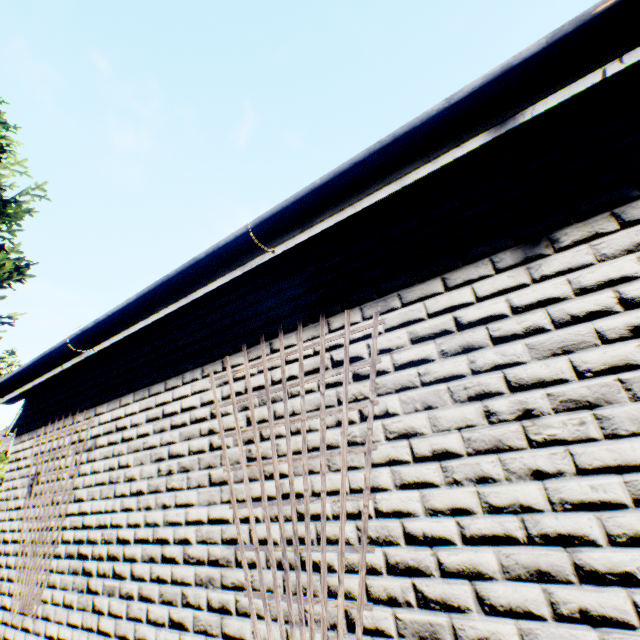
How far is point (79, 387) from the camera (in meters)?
3.94

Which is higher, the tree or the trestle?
the tree

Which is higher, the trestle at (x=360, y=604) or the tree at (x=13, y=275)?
the tree at (x=13, y=275)

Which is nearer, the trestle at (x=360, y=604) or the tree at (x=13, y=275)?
the trestle at (x=360, y=604)

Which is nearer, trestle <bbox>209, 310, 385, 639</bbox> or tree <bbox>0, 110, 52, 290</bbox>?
trestle <bbox>209, 310, 385, 639</bbox>
